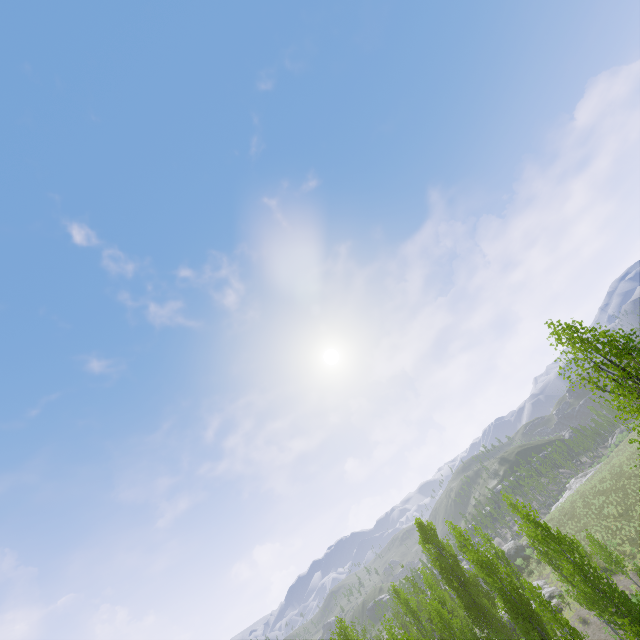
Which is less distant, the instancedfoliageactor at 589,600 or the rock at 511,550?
the instancedfoliageactor at 589,600

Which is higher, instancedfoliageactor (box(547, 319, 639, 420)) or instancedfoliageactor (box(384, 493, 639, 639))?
instancedfoliageactor (box(547, 319, 639, 420))

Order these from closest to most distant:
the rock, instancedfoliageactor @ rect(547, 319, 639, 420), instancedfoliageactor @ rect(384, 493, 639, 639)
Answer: instancedfoliageactor @ rect(547, 319, 639, 420)
instancedfoliageactor @ rect(384, 493, 639, 639)
the rock

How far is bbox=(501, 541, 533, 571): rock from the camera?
49.6m

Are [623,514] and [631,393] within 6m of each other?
no

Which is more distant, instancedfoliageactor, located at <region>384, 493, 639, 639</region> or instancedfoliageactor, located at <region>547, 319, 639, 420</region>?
instancedfoliageactor, located at <region>384, 493, 639, 639</region>

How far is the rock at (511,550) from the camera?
49.56m

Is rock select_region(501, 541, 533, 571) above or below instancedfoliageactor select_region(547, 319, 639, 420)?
below
